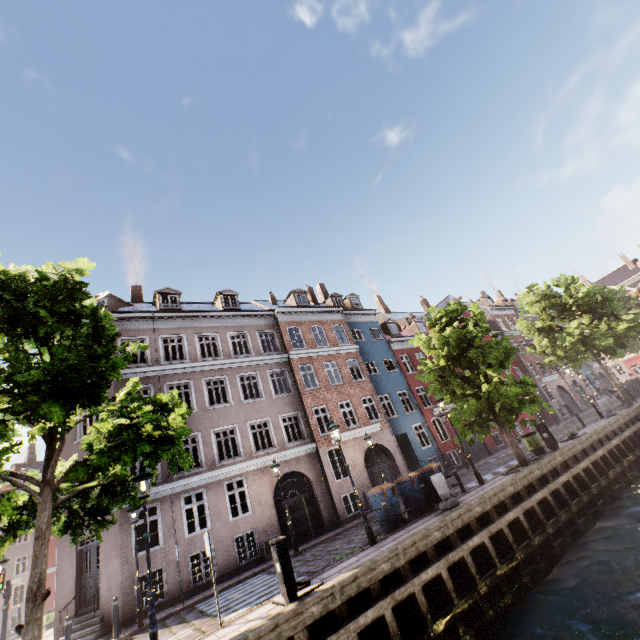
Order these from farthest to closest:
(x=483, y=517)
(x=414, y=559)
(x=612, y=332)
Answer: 1. (x=612, y=332)
2. (x=483, y=517)
3. (x=414, y=559)

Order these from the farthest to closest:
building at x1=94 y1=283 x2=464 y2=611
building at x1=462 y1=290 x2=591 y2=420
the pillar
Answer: building at x1=462 y1=290 x2=591 y2=420 → building at x1=94 y1=283 x2=464 y2=611 → the pillar

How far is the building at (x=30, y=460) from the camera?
40.1m

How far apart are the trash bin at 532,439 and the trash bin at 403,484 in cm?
672

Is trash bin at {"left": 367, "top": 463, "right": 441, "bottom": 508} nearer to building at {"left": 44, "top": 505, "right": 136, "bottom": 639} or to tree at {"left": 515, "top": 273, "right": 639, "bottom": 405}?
tree at {"left": 515, "top": 273, "right": 639, "bottom": 405}

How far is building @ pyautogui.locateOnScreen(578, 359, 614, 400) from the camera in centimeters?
4000cm

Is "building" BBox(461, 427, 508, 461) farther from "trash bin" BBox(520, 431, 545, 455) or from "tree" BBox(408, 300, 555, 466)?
"trash bin" BBox(520, 431, 545, 455)

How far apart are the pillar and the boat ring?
5.3 meters
